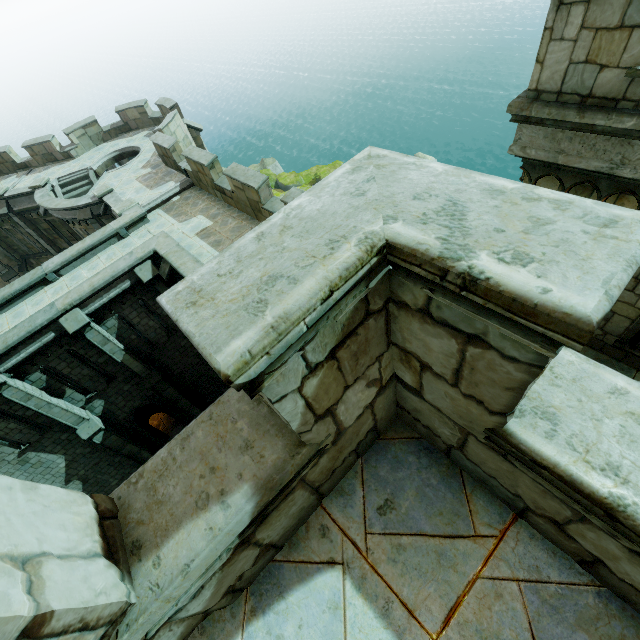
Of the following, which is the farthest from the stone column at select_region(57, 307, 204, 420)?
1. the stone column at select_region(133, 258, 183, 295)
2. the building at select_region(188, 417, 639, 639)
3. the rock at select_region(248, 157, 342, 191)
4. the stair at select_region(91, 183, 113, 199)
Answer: the rock at select_region(248, 157, 342, 191)

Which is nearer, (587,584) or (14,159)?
(587,584)

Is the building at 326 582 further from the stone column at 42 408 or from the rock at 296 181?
the rock at 296 181

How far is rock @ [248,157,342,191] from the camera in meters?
31.7

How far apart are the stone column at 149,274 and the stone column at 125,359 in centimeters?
217cm

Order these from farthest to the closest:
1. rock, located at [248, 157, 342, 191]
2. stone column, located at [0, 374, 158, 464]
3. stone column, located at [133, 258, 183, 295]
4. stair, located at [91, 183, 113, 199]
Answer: rock, located at [248, 157, 342, 191]
stair, located at [91, 183, 113, 199]
stone column, located at [133, 258, 183, 295]
stone column, located at [0, 374, 158, 464]

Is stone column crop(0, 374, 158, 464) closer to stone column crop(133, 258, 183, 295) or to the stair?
stone column crop(133, 258, 183, 295)

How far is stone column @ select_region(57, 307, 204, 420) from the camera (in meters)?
11.77
